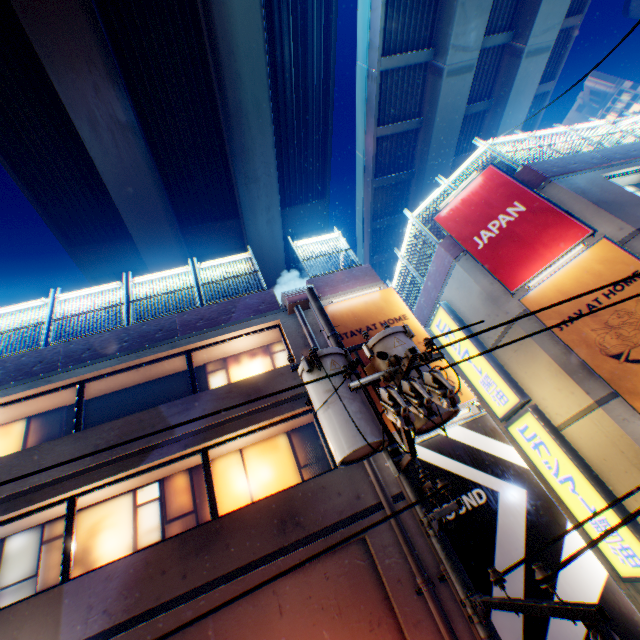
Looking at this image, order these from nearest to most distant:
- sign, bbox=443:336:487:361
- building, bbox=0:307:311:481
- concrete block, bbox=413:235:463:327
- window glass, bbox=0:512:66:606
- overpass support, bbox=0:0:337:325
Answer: window glass, bbox=0:512:66:606 < building, bbox=0:307:311:481 < sign, bbox=443:336:487:361 < concrete block, bbox=413:235:463:327 < overpass support, bbox=0:0:337:325

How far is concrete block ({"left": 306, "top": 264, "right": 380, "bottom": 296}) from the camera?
10.8m

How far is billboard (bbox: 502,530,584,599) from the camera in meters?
5.7

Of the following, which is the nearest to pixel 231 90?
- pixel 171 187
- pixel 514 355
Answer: pixel 171 187

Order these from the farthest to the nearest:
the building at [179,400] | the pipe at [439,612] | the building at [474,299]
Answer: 1. the building at [474,299]
2. the building at [179,400]
3. the pipe at [439,612]

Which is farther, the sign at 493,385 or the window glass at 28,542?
the sign at 493,385

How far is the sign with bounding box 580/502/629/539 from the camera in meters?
8.3 m

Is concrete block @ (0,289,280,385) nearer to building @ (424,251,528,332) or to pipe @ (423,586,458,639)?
pipe @ (423,586,458,639)
